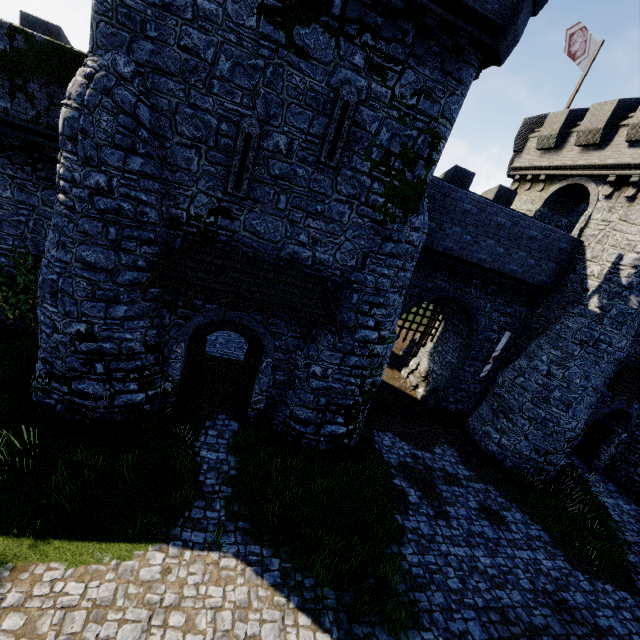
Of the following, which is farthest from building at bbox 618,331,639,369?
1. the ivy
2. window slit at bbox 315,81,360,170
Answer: the ivy

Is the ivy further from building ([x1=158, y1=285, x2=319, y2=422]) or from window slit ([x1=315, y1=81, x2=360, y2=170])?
window slit ([x1=315, y1=81, x2=360, y2=170])

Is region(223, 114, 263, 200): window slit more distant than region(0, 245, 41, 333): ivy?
No

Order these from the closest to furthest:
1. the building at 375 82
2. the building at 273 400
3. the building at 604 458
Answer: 1. the building at 375 82
2. the building at 273 400
3. the building at 604 458

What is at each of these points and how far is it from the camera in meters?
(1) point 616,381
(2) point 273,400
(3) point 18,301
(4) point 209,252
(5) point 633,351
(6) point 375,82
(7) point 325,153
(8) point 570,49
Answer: (1) awning, 14.8 m
(2) building, 12.8 m
(3) ivy, 12.5 m
(4) awning, 9.7 m
(5) building, 15.0 m
(6) building, 8.9 m
(7) window slit, 9.3 m
(8) flag, 17.1 m

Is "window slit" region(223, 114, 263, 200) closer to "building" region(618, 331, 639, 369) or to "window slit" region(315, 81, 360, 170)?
"building" region(618, 331, 639, 369)

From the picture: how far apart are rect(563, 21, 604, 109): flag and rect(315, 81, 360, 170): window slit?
16.13m

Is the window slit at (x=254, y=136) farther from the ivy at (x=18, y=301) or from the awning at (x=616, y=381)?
the awning at (x=616, y=381)
